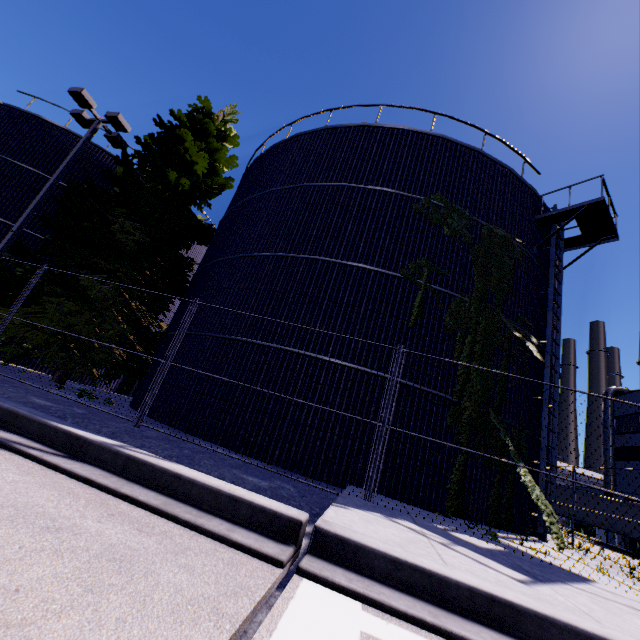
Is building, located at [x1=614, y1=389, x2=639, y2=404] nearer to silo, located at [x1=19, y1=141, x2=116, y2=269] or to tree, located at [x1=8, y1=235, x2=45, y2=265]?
tree, located at [x1=8, y1=235, x2=45, y2=265]

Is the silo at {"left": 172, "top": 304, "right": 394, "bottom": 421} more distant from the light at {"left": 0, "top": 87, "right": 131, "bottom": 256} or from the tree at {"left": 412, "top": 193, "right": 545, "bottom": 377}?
the light at {"left": 0, "top": 87, "right": 131, "bottom": 256}

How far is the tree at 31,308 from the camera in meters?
10.7 m

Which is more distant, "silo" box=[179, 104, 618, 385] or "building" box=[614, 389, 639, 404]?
"building" box=[614, 389, 639, 404]

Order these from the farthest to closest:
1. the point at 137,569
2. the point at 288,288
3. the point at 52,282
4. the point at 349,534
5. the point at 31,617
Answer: the point at 52,282 → the point at 288,288 → the point at 349,534 → the point at 137,569 → the point at 31,617

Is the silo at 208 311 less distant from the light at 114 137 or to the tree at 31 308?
the tree at 31 308

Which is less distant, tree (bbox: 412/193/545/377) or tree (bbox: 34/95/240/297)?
tree (bbox: 412/193/545/377)
